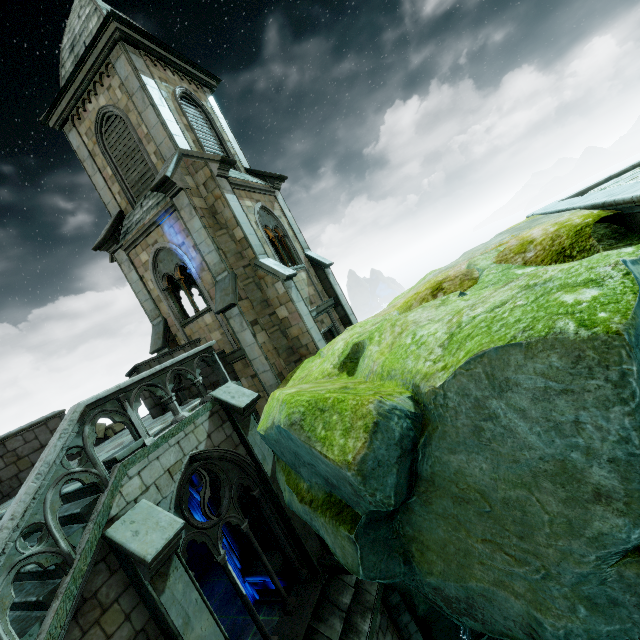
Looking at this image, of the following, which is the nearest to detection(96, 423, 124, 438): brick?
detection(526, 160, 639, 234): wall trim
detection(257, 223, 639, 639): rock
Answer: detection(257, 223, 639, 639): rock

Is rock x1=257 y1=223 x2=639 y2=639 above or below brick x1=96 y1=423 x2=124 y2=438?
below

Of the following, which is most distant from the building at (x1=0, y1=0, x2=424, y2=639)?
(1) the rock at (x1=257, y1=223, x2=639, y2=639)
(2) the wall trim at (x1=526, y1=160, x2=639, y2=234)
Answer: (2) the wall trim at (x1=526, y1=160, x2=639, y2=234)

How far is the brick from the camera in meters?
11.1

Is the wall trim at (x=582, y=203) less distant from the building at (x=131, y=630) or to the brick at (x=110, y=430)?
the building at (x=131, y=630)

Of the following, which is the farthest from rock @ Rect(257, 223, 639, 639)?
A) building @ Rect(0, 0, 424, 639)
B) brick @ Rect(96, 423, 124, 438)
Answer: brick @ Rect(96, 423, 124, 438)

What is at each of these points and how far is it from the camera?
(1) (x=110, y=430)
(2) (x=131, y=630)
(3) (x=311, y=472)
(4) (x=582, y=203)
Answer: (1) brick, 11.5 meters
(2) building, 5.1 meters
(3) rock, 5.0 meters
(4) wall trim, 6.5 meters

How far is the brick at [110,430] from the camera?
11.1 meters
